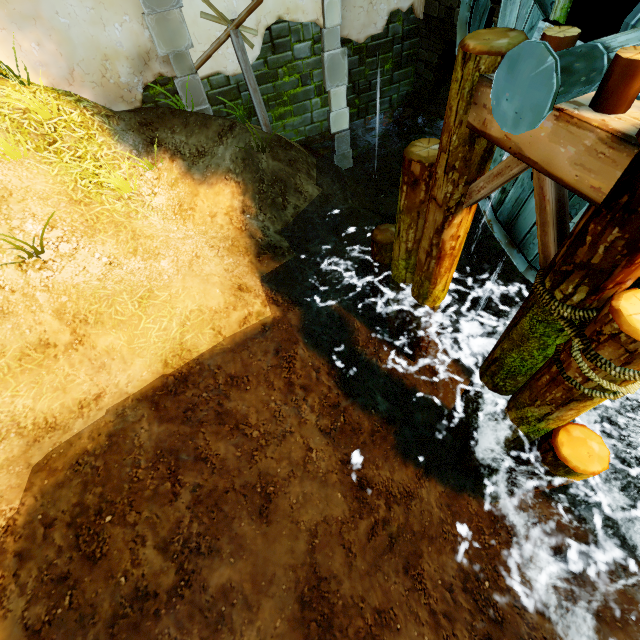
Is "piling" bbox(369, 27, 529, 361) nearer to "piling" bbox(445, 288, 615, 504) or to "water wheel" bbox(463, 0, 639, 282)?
"water wheel" bbox(463, 0, 639, 282)

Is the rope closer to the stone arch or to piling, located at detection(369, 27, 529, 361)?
piling, located at detection(369, 27, 529, 361)

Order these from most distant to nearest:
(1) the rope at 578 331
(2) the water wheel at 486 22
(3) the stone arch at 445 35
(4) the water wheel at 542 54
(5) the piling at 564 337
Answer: (3) the stone arch at 445 35 → (2) the water wheel at 486 22 → (5) the piling at 564 337 → (1) the rope at 578 331 → (4) the water wheel at 542 54

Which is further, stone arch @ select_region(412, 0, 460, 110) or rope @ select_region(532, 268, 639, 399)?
stone arch @ select_region(412, 0, 460, 110)

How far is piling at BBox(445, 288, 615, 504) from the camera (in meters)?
3.00

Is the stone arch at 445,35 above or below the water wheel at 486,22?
below

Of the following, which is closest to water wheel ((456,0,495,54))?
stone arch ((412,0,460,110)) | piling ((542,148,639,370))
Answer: piling ((542,148,639,370))

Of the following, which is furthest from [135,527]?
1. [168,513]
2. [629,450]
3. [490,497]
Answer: [629,450]
